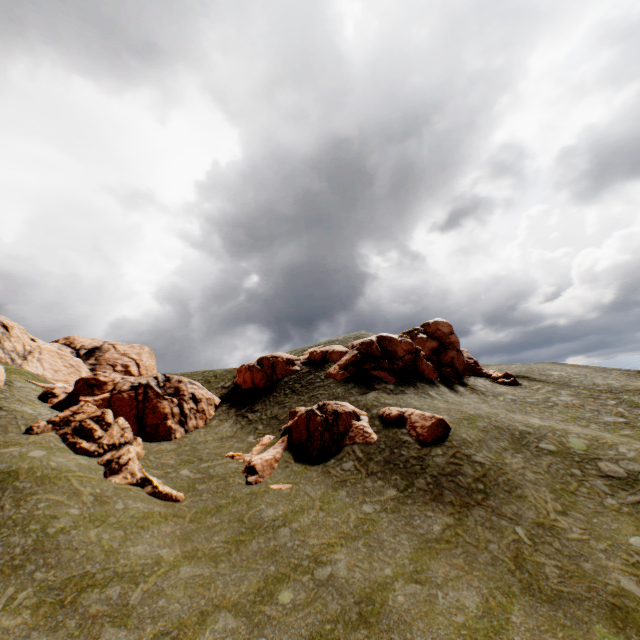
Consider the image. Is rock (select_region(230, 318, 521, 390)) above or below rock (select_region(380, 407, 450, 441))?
above

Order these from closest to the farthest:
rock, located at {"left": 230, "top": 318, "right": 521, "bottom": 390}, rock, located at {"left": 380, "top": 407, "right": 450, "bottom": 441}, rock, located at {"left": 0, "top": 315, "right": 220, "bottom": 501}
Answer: rock, located at {"left": 0, "top": 315, "right": 220, "bottom": 501} → rock, located at {"left": 380, "top": 407, "right": 450, "bottom": 441} → rock, located at {"left": 230, "top": 318, "right": 521, "bottom": 390}

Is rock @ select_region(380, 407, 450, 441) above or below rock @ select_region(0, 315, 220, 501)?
below

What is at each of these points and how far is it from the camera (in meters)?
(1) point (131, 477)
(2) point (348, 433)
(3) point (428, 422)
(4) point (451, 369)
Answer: (1) rock, 18.84
(2) rock, 24.22
(3) rock, 22.86
(4) rock, 40.31

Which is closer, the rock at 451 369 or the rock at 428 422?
the rock at 428 422

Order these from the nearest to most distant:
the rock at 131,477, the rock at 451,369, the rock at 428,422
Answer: the rock at 131,477
the rock at 428,422
the rock at 451,369

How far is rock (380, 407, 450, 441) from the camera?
22.17m
